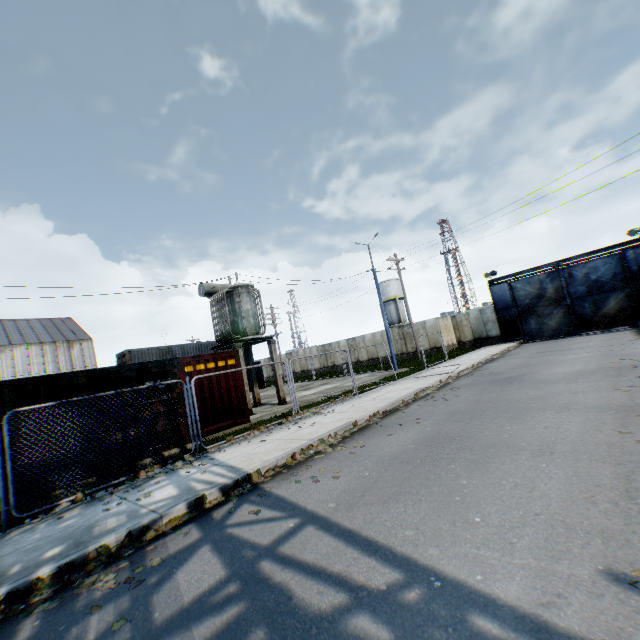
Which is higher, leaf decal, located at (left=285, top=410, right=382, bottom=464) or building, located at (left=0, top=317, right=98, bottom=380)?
building, located at (left=0, top=317, right=98, bottom=380)

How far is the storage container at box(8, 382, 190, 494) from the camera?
8.17m

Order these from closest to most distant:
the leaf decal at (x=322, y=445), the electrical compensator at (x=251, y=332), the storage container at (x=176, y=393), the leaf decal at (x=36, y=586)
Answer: the leaf decal at (x=36, y=586) < the leaf decal at (x=322, y=445) < the storage container at (x=176, y=393) < the electrical compensator at (x=251, y=332)

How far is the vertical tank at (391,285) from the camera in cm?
5316

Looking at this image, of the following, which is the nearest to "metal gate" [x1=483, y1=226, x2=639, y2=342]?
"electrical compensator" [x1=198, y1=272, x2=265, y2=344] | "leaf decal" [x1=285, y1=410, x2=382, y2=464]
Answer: "electrical compensator" [x1=198, y1=272, x2=265, y2=344]

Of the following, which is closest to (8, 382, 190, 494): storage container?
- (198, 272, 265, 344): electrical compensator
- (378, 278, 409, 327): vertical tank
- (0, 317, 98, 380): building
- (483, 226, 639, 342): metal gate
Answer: (198, 272, 265, 344): electrical compensator

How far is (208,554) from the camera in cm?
414

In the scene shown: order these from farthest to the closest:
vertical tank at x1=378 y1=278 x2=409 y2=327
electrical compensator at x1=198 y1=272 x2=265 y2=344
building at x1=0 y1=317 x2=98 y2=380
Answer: vertical tank at x1=378 y1=278 x2=409 y2=327 < building at x1=0 y1=317 x2=98 y2=380 < electrical compensator at x1=198 y1=272 x2=265 y2=344
